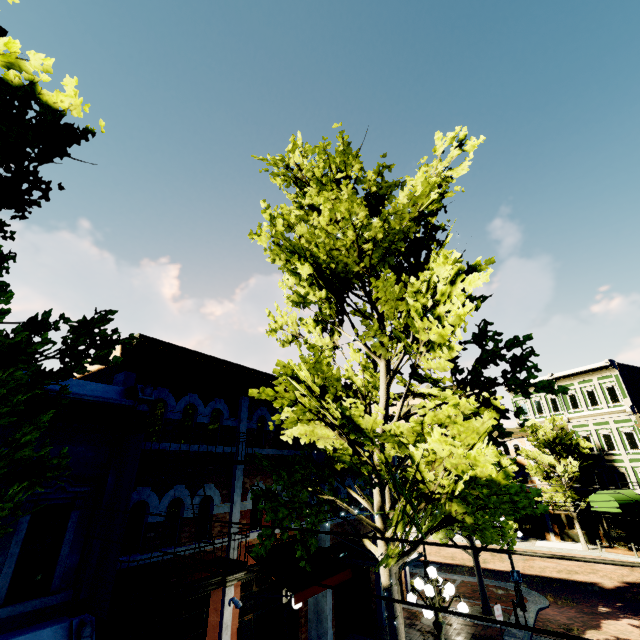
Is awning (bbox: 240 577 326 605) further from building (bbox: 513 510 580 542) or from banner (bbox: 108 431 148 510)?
building (bbox: 513 510 580 542)

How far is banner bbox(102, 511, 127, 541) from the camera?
5.72m

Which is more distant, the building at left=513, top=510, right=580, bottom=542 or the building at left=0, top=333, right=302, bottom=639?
the building at left=513, top=510, right=580, bottom=542

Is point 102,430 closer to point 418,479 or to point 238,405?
point 238,405

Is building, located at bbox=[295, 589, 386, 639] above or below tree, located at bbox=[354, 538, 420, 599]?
below

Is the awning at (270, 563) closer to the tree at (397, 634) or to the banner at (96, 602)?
the tree at (397, 634)

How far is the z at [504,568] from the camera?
19.6 meters

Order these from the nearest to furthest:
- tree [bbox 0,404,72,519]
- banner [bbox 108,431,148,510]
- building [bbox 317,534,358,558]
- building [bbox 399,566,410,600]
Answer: tree [bbox 0,404,72,519], banner [bbox 108,431,148,510], building [bbox 317,534,358,558], building [bbox 399,566,410,600]
